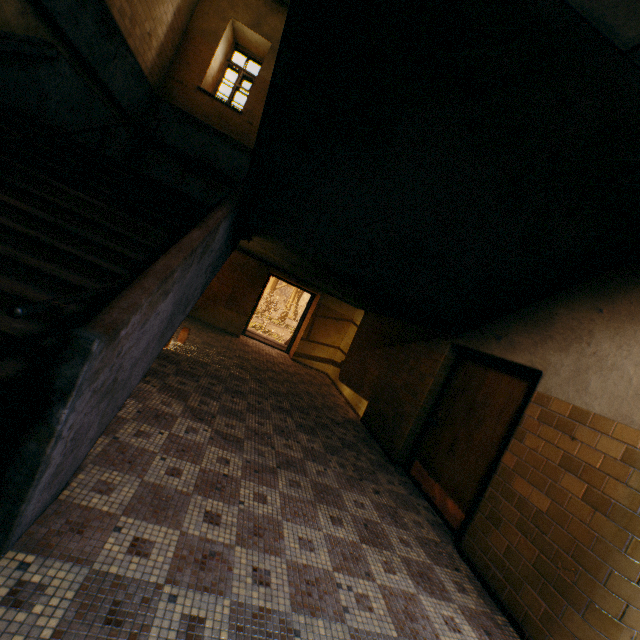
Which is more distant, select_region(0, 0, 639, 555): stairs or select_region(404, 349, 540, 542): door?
select_region(404, 349, 540, 542): door

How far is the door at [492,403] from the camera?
3.83m

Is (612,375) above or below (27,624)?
above

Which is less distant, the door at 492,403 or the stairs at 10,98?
the stairs at 10,98

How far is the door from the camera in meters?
3.8
